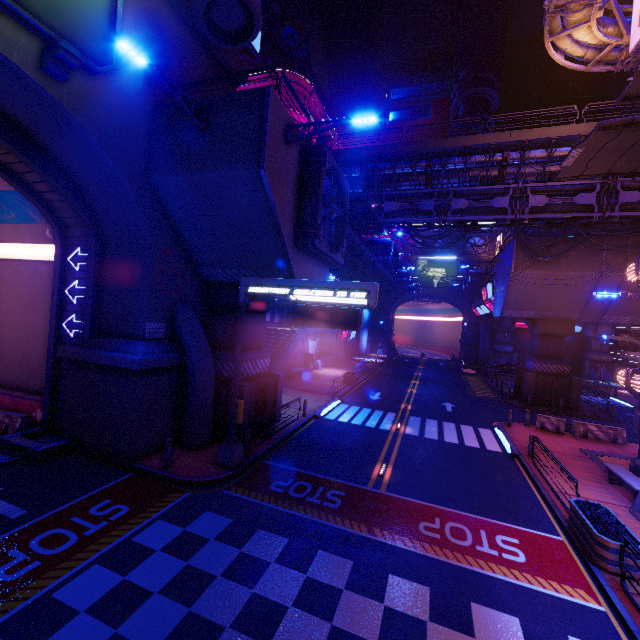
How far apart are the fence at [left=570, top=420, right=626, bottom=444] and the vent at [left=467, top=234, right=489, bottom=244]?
43.33m

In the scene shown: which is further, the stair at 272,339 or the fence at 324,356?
the fence at 324,356

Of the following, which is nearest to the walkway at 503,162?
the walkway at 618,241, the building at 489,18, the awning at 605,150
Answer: the building at 489,18

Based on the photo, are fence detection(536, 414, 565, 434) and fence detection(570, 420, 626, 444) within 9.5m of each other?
yes

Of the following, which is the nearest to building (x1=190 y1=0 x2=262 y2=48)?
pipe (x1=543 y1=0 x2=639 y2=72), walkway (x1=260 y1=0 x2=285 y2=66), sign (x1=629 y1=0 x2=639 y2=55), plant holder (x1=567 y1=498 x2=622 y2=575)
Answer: walkway (x1=260 y1=0 x2=285 y2=66)

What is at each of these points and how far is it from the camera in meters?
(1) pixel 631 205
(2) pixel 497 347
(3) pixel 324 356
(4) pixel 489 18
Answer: (1) pipe, 20.7 m
(2) pillar, 52.2 m
(3) fence, 39.7 m
(4) building, 55.6 m

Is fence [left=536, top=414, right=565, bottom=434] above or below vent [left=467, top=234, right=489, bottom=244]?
below

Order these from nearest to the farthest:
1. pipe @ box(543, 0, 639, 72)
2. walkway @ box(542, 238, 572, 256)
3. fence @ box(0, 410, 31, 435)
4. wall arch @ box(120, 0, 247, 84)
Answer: wall arch @ box(120, 0, 247, 84) < fence @ box(0, 410, 31, 435) < pipe @ box(543, 0, 639, 72) < walkway @ box(542, 238, 572, 256)
